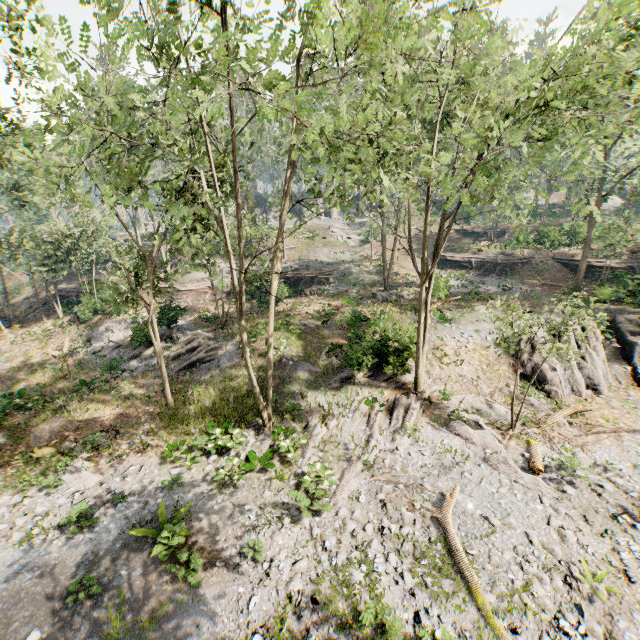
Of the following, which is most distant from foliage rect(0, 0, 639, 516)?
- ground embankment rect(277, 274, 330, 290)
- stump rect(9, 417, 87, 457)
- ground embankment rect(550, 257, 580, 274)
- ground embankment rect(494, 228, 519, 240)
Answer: ground embankment rect(494, 228, 519, 240)

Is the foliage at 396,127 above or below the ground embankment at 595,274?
above

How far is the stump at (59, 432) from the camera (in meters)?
15.13

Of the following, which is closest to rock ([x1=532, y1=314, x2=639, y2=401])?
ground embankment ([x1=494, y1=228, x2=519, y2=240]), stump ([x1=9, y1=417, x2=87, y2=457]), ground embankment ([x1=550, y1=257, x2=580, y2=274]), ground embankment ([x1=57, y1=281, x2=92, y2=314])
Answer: ground embankment ([x1=550, y1=257, x2=580, y2=274])

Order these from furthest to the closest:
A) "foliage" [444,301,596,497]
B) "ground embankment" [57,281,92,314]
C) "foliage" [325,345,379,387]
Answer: "ground embankment" [57,281,92,314], "foliage" [325,345,379,387], "foliage" [444,301,596,497]

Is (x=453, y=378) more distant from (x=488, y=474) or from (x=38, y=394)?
(x=38, y=394)

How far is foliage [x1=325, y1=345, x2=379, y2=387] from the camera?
18.0 meters

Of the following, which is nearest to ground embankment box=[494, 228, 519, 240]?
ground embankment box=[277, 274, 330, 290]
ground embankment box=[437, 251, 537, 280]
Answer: ground embankment box=[437, 251, 537, 280]
